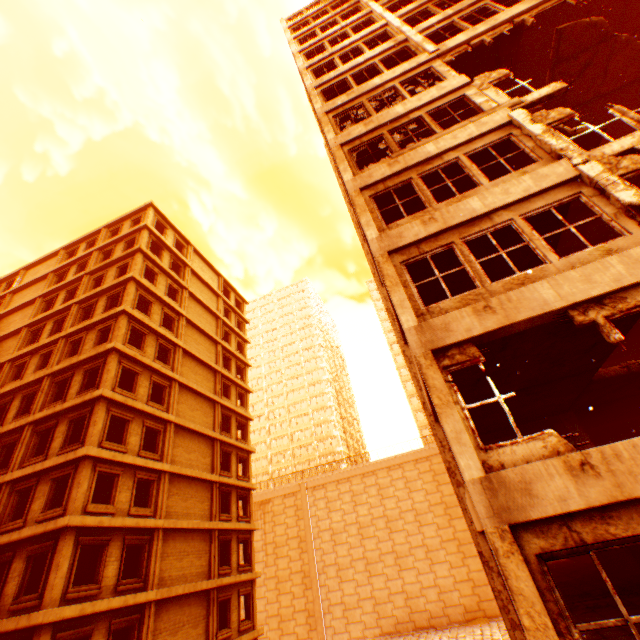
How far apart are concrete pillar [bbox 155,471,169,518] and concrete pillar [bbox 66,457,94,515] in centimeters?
432cm

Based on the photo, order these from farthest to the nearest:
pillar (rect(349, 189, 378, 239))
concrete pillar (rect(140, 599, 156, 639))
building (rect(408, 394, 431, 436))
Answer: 1. building (rect(408, 394, 431, 436))
2. concrete pillar (rect(140, 599, 156, 639))
3. pillar (rect(349, 189, 378, 239))

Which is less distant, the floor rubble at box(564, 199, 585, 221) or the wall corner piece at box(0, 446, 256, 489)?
the floor rubble at box(564, 199, 585, 221)

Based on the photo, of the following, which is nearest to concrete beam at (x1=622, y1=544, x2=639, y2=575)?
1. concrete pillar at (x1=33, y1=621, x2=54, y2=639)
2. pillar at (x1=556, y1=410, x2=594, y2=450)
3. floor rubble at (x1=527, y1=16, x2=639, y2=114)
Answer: pillar at (x1=556, y1=410, x2=594, y2=450)

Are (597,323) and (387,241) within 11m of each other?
yes

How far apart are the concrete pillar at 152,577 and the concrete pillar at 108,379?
7.7m

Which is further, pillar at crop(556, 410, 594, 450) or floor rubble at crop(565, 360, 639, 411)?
pillar at crop(556, 410, 594, 450)

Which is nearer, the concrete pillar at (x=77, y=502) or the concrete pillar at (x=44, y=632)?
the concrete pillar at (x=44, y=632)
